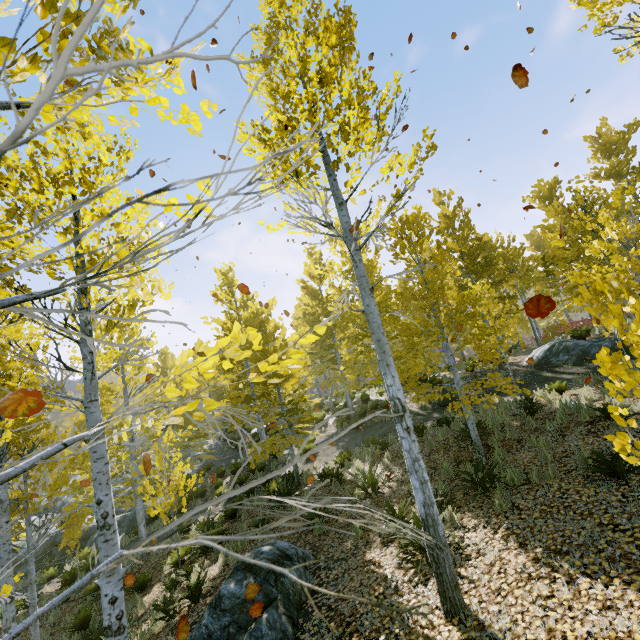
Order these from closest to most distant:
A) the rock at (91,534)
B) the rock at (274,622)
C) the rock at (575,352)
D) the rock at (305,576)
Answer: the rock at (274,622) < the rock at (305,576) < the rock at (575,352) < the rock at (91,534)

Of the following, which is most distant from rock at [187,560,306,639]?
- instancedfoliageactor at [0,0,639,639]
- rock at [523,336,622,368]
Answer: rock at [523,336,622,368]

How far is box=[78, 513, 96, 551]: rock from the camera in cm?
1647

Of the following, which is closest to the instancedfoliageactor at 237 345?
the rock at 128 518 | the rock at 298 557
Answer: the rock at 128 518

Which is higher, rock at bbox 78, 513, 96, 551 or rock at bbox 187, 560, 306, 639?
rock at bbox 187, 560, 306, 639

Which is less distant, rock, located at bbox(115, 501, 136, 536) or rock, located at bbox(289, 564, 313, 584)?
rock, located at bbox(289, 564, 313, 584)

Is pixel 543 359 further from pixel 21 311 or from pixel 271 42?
pixel 21 311

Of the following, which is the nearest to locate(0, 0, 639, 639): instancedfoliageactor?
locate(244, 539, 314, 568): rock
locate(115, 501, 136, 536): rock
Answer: locate(115, 501, 136, 536): rock
